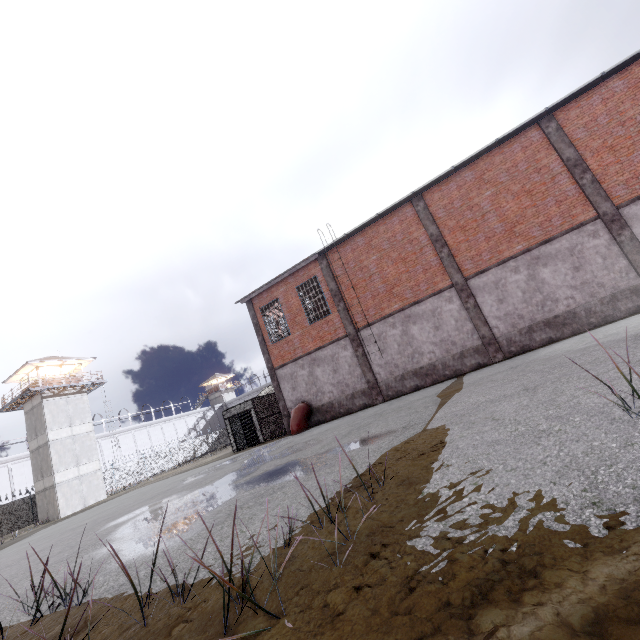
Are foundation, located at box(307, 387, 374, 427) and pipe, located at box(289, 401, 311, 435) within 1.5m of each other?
yes

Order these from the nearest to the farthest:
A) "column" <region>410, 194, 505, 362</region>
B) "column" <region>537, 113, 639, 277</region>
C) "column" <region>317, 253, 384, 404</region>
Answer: "column" <region>537, 113, 639, 277</region> → "column" <region>410, 194, 505, 362</region> → "column" <region>317, 253, 384, 404</region>

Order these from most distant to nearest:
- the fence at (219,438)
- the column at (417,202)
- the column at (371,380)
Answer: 1. the fence at (219,438)
2. the column at (371,380)
3. the column at (417,202)

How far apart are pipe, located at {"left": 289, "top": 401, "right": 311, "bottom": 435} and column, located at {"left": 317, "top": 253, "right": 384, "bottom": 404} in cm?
369

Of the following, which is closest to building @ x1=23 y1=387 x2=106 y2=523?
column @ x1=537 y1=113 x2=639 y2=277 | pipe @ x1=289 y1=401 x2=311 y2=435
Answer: pipe @ x1=289 y1=401 x2=311 y2=435

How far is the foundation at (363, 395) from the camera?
17.1m

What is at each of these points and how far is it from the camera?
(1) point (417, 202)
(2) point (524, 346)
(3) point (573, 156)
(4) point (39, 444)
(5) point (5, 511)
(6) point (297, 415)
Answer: (1) column, 16.3m
(2) foundation, 13.9m
(3) column, 13.3m
(4) building, 31.4m
(5) fence, 30.6m
(6) pipe, 17.7m

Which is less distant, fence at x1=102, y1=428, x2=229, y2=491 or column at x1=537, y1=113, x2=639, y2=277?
column at x1=537, y1=113, x2=639, y2=277
